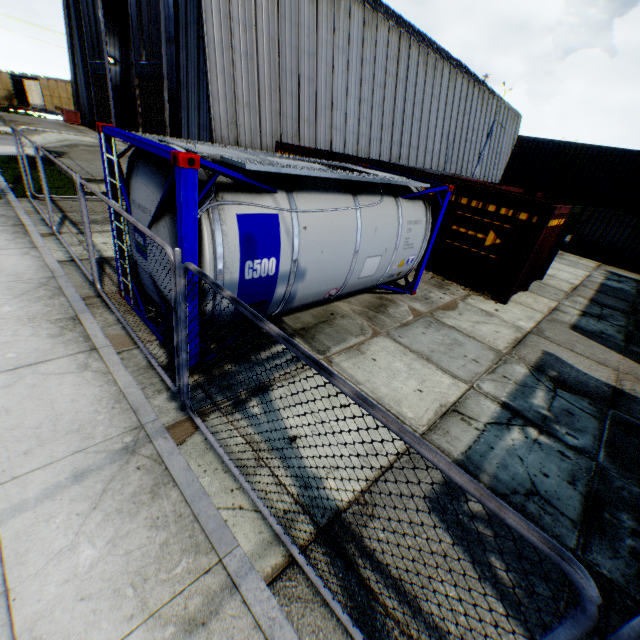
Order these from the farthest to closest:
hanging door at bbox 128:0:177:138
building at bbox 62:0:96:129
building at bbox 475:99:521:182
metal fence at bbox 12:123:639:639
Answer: building at bbox 475:99:521:182 < building at bbox 62:0:96:129 < hanging door at bbox 128:0:177:138 < metal fence at bbox 12:123:639:639

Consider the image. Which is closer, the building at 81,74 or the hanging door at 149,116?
the hanging door at 149,116

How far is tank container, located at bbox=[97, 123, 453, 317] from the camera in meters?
4.1

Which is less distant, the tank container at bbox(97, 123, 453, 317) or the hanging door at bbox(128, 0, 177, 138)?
the tank container at bbox(97, 123, 453, 317)

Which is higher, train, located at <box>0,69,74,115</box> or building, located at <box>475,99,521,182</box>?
building, located at <box>475,99,521,182</box>

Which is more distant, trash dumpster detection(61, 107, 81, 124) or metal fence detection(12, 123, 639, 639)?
trash dumpster detection(61, 107, 81, 124)

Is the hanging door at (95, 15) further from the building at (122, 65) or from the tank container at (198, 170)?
the tank container at (198, 170)

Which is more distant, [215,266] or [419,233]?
[419,233]
